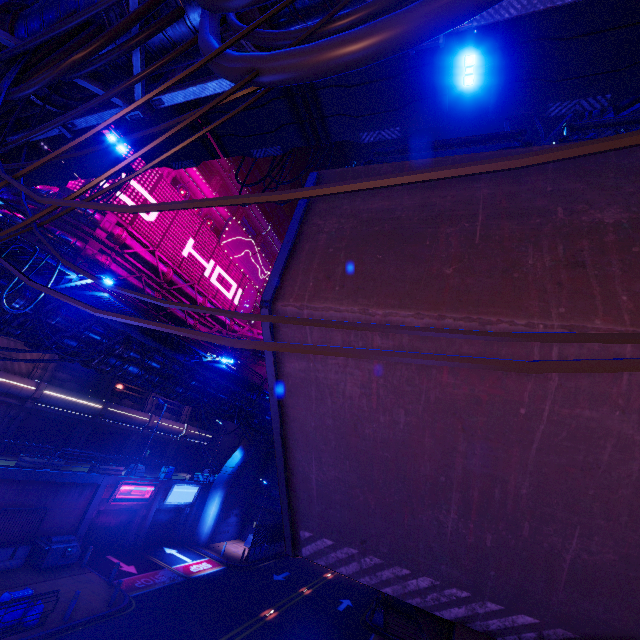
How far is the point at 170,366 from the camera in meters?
17.7 m

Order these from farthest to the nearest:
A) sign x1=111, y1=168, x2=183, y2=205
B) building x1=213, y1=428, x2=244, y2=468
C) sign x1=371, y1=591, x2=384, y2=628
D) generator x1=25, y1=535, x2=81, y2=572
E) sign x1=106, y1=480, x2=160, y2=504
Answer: building x1=213, y1=428, x2=244, y2=468 < sign x1=111, y1=168, x2=183, y2=205 < sign x1=371, y1=591, x2=384, y2=628 < sign x1=106, y1=480, x2=160, y2=504 < generator x1=25, y1=535, x2=81, y2=572

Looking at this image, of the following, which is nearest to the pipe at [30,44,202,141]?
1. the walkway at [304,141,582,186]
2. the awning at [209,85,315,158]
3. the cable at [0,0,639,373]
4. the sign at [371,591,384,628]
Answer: the cable at [0,0,639,373]

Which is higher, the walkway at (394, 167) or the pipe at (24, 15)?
the pipe at (24, 15)

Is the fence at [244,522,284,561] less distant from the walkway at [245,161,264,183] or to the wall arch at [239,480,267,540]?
the wall arch at [239,480,267,540]

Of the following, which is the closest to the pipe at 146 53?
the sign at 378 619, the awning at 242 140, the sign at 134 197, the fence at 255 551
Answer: the sign at 134 197

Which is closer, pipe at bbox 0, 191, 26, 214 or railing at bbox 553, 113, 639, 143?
railing at bbox 553, 113, 639, 143

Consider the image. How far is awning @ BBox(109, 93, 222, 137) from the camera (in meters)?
11.11
